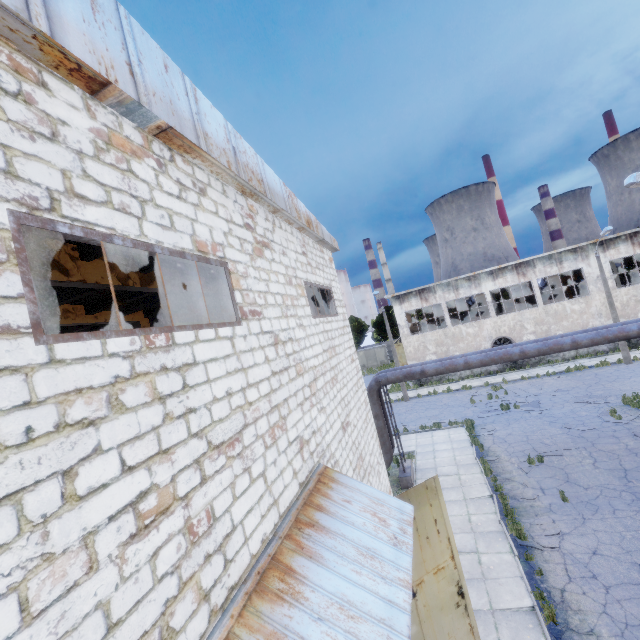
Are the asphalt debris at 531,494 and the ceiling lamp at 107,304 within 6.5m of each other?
no

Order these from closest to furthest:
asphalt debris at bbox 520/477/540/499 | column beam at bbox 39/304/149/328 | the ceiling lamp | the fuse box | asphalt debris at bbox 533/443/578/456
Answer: the ceiling lamp
column beam at bbox 39/304/149/328
asphalt debris at bbox 520/477/540/499
asphalt debris at bbox 533/443/578/456
the fuse box

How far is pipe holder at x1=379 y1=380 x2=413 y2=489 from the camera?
14.83m

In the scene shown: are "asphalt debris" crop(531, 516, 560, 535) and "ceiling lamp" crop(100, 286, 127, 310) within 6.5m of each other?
no

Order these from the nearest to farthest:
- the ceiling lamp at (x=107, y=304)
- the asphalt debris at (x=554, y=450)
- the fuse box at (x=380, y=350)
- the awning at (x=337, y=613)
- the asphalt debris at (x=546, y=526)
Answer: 1. the awning at (x=337, y=613)
2. the ceiling lamp at (x=107, y=304)
3. the asphalt debris at (x=546, y=526)
4. the asphalt debris at (x=554, y=450)
5. the fuse box at (x=380, y=350)

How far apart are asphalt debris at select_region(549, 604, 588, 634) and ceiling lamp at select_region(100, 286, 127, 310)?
13.0m

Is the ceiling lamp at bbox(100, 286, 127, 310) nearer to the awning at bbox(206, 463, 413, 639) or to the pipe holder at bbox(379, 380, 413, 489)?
the awning at bbox(206, 463, 413, 639)

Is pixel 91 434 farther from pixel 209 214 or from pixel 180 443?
pixel 209 214
